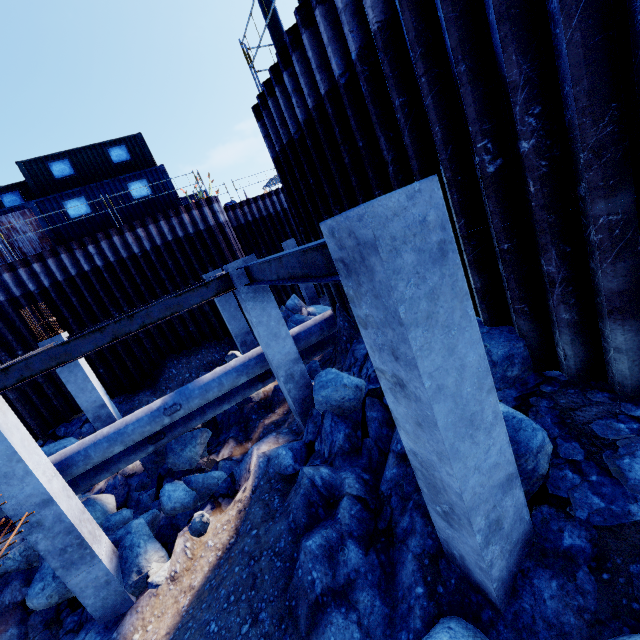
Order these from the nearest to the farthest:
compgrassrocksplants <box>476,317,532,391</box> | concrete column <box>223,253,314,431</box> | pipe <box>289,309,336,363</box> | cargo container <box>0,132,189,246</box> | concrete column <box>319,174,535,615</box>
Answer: concrete column <box>319,174,535,615</box> < compgrassrocksplants <box>476,317,532,391</box> < concrete column <box>223,253,314,431</box> < pipe <box>289,309,336,363</box> < cargo container <box>0,132,189,246</box>

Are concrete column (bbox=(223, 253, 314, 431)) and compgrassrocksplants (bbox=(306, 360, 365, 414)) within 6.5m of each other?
yes

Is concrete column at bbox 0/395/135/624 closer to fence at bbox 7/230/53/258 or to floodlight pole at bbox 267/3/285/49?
floodlight pole at bbox 267/3/285/49

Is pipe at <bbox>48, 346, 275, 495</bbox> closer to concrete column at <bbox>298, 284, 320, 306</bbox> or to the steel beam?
the steel beam

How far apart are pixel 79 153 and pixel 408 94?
19.7m

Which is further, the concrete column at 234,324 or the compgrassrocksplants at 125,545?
the concrete column at 234,324

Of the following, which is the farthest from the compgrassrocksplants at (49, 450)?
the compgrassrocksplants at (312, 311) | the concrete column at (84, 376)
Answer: the compgrassrocksplants at (312, 311)

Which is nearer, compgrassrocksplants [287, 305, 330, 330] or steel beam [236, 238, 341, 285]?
steel beam [236, 238, 341, 285]
